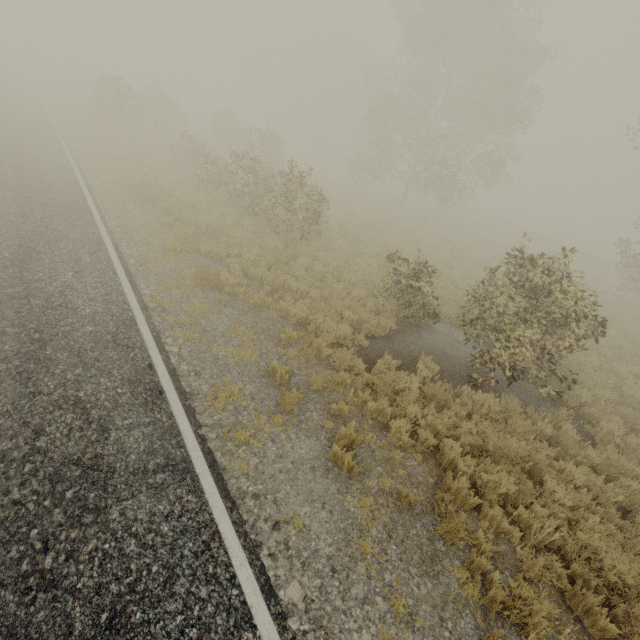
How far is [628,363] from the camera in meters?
12.3
